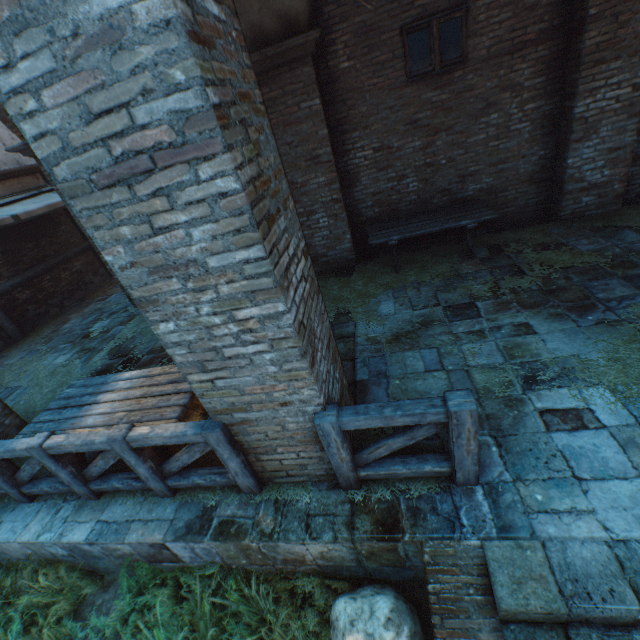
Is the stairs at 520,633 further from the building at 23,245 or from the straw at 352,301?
the building at 23,245

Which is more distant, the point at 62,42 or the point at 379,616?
the point at 379,616

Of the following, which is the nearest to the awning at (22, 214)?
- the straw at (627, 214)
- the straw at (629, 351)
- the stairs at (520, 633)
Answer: the straw at (627, 214)

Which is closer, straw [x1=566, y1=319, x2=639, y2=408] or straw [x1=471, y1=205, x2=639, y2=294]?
straw [x1=566, y1=319, x2=639, y2=408]

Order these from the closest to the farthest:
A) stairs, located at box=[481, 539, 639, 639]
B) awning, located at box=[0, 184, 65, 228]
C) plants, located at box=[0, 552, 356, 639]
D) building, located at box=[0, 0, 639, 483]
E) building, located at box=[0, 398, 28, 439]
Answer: building, located at box=[0, 0, 639, 483], stairs, located at box=[481, 539, 639, 639], plants, located at box=[0, 552, 356, 639], building, located at box=[0, 398, 28, 439], awning, located at box=[0, 184, 65, 228]

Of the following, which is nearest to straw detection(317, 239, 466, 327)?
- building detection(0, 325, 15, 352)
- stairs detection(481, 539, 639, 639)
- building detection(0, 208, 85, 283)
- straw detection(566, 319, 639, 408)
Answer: building detection(0, 325, 15, 352)

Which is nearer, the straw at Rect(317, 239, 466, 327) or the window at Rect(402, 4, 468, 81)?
the window at Rect(402, 4, 468, 81)

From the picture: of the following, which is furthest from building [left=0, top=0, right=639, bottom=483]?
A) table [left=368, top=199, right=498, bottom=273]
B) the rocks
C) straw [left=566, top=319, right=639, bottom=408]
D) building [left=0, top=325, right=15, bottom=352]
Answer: straw [left=566, top=319, right=639, bottom=408]
